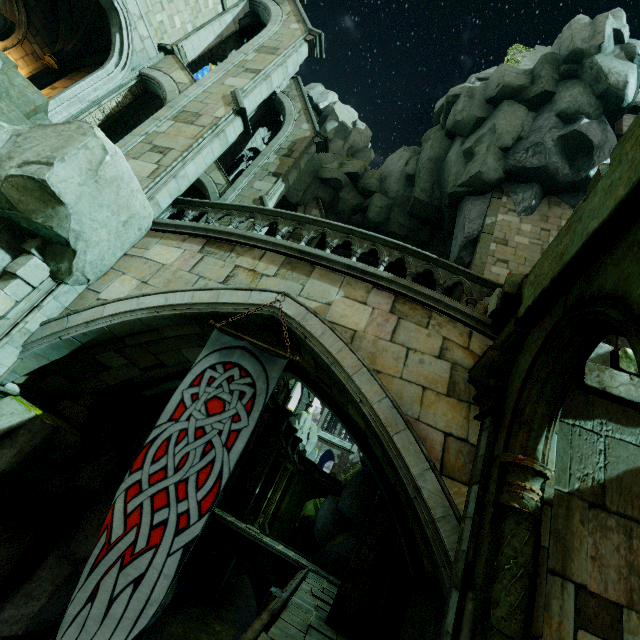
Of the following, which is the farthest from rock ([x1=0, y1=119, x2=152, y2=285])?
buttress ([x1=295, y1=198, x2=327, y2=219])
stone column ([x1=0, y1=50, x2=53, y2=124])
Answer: buttress ([x1=295, y1=198, x2=327, y2=219])

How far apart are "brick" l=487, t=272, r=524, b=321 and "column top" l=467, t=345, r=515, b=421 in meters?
1.0

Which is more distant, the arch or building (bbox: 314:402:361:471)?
building (bbox: 314:402:361:471)

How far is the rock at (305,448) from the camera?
48.7 meters

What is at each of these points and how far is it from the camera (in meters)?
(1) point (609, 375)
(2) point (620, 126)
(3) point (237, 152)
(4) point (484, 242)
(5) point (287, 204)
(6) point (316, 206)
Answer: (1) brick, 4.50
(2) building, 16.83
(3) building, 19.38
(4) stone column, 13.29
(5) rock, 22.70
(6) buttress, 22.83

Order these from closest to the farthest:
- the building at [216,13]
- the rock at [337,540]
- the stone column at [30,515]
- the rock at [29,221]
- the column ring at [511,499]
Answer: the column ring at [511,499] < the rock at [29,221] < the stone column at [30,515] < the building at [216,13] < the rock at [337,540]

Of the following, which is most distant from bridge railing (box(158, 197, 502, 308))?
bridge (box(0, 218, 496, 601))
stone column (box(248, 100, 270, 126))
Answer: stone column (box(248, 100, 270, 126))

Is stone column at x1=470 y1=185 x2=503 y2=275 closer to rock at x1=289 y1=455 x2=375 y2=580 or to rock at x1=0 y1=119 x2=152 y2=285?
rock at x1=289 y1=455 x2=375 y2=580
